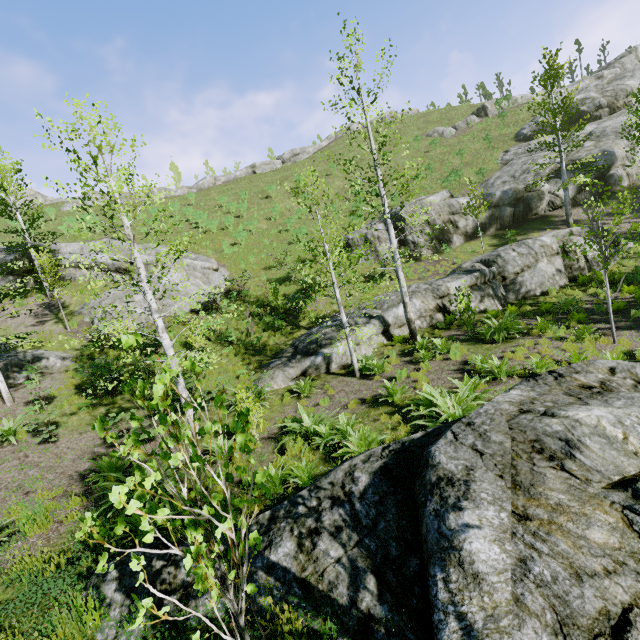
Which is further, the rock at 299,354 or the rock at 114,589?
the rock at 299,354

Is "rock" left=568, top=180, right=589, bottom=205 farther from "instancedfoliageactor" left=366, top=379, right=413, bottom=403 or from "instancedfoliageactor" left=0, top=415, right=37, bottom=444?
"instancedfoliageactor" left=0, top=415, right=37, bottom=444

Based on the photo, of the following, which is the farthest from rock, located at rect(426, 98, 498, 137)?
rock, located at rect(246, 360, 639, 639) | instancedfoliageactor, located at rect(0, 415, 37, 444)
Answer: instancedfoliageactor, located at rect(0, 415, 37, 444)

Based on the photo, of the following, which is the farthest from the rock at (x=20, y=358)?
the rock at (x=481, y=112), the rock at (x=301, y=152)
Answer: the rock at (x=481, y=112)

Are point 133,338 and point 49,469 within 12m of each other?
yes

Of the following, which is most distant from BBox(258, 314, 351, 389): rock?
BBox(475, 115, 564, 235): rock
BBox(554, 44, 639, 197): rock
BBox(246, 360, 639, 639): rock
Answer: BBox(554, 44, 639, 197): rock

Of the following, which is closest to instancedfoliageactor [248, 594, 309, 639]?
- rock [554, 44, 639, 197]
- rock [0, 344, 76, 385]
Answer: rock [0, 344, 76, 385]

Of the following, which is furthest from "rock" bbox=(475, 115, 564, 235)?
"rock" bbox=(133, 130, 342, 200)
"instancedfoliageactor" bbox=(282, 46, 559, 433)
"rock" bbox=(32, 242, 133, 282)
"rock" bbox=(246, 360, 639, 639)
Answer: "rock" bbox=(133, 130, 342, 200)
